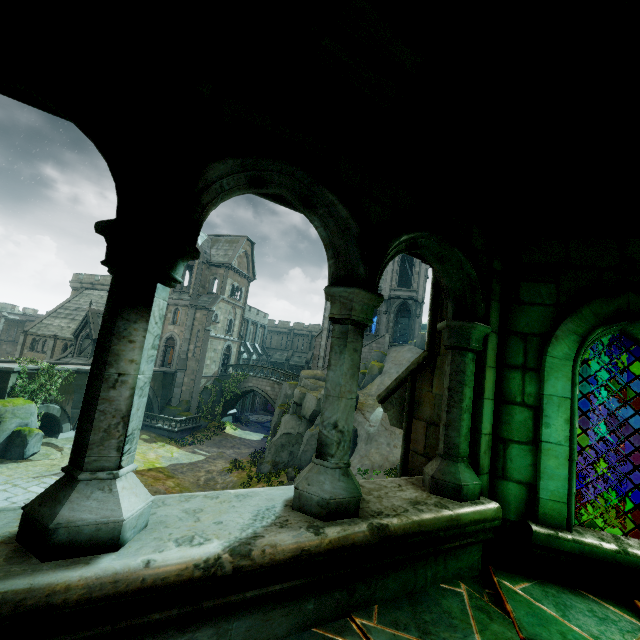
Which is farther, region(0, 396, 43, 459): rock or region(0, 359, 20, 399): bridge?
region(0, 359, 20, 399): bridge

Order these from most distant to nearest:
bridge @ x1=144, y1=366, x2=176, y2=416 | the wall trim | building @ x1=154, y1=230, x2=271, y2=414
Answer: building @ x1=154, y1=230, x2=271, y2=414
bridge @ x1=144, y1=366, x2=176, y2=416
the wall trim

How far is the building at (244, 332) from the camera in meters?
35.4

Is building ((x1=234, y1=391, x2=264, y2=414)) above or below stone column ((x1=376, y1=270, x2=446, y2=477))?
below

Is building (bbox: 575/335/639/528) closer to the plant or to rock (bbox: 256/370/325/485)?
rock (bbox: 256/370/325/485)

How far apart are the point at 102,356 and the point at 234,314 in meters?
40.7

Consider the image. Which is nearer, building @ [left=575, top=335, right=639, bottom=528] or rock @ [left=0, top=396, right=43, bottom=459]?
building @ [left=575, top=335, right=639, bottom=528]

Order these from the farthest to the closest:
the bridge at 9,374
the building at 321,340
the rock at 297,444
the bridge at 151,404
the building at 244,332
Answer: the building at 321,340
the building at 244,332
the bridge at 151,404
the rock at 297,444
the bridge at 9,374
